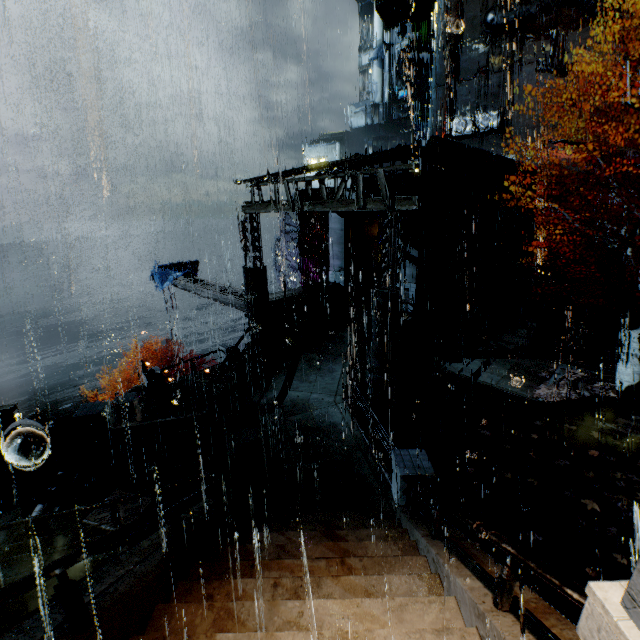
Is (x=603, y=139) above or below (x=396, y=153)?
above

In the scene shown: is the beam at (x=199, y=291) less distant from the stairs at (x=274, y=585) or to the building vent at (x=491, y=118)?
the stairs at (x=274, y=585)

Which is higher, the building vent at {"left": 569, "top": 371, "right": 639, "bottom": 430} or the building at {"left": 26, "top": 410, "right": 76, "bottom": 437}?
the building vent at {"left": 569, "top": 371, "right": 639, "bottom": 430}

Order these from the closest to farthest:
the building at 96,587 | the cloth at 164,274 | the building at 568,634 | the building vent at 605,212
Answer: the building at 568,634
the building at 96,587
the building vent at 605,212
the cloth at 164,274

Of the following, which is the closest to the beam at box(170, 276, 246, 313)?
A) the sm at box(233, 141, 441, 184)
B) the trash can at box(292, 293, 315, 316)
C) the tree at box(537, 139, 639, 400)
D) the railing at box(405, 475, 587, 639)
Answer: the trash can at box(292, 293, 315, 316)

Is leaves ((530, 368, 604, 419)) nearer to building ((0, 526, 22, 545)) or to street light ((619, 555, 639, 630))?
building ((0, 526, 22, 545))

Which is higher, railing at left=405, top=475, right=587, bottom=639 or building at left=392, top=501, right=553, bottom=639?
railing at left=405, top=475, right=587, bottom=639

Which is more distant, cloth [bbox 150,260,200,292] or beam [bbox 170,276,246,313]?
cloth [bbox 150,260,200,292]
